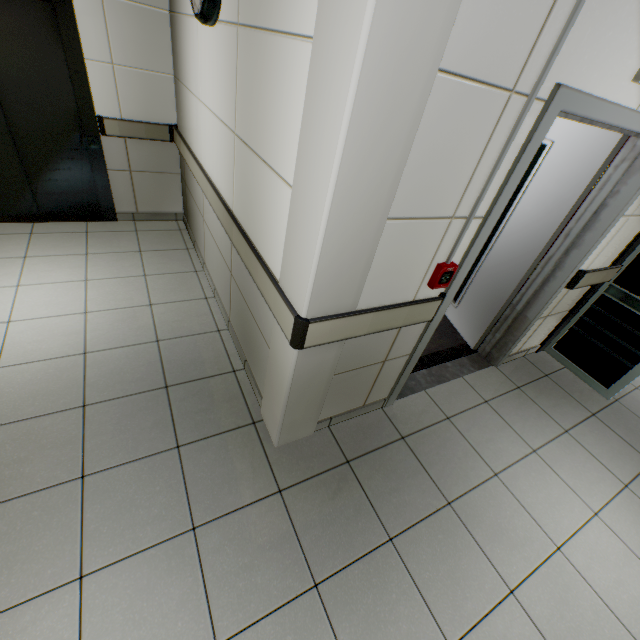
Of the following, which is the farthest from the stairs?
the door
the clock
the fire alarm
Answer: the fire alarm

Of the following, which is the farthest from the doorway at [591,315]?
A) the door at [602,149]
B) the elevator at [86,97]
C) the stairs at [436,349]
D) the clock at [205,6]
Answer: the elevator at [86,97]

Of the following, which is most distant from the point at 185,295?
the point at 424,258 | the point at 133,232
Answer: the point at 424,258

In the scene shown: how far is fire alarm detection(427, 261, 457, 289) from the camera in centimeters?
170cm

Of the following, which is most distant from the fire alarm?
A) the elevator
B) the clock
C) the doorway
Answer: the elevator

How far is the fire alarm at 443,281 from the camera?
1.7m

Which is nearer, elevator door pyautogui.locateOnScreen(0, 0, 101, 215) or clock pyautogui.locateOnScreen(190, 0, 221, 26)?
clock pyautogui.locateOnScreen(190, 0, 221, 26)

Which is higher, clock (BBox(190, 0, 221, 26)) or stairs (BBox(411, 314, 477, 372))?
clock (BBox(190, 0, 221, 26))
